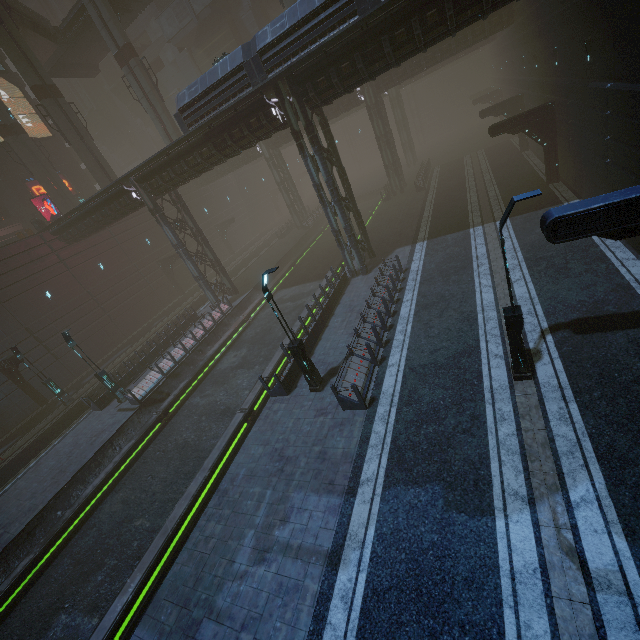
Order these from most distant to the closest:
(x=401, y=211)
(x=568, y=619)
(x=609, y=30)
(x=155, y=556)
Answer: (x=401, y=211)
(x=609, y=30)
(x=155, y=556)
(x=568, y=619)

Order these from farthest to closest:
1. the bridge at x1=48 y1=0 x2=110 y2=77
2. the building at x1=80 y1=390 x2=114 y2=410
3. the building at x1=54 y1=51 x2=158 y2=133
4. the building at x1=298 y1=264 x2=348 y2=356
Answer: the building at x1=54 y1=51 x2=158 y2=133 < the bridge at x1=48 y1=0 x2=110 y2=77 < the building at x1=80 y1=390 x2=114 y2=410 < the building at x1=298 y1=264 x2=348 y2=356

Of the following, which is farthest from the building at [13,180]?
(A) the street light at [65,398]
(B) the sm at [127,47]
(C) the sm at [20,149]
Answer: (B) the sm at [127,47]

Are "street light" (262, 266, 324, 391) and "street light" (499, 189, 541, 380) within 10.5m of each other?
yes

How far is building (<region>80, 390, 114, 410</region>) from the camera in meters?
21.0 m

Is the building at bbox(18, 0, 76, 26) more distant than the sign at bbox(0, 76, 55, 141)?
Yes

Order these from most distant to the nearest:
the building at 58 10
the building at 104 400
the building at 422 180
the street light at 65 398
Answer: the building at 58 10 → the building at 422 180 → the street light at 65 398 → the building at 104 400

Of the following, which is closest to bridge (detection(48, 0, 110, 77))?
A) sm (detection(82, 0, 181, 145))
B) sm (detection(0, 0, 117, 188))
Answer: sm (detection(82, 0, 181, 145))
